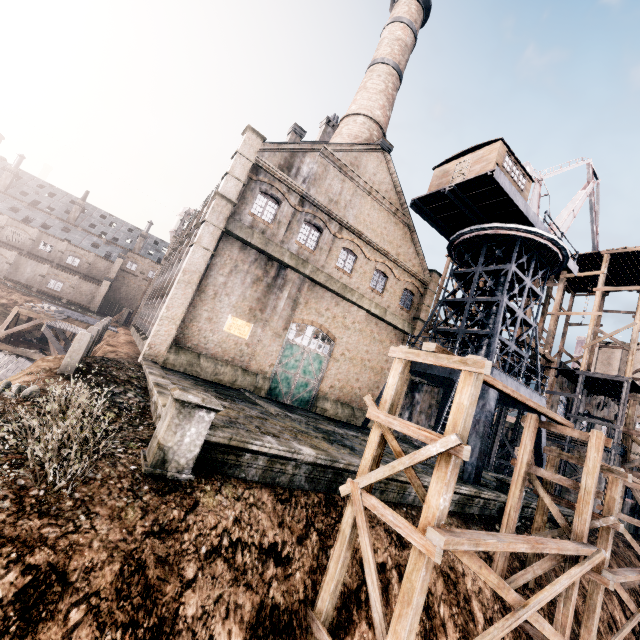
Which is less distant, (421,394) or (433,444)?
(433,444)

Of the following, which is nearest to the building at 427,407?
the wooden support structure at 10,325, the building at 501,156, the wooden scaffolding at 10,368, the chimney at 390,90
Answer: the chimney at 390,90

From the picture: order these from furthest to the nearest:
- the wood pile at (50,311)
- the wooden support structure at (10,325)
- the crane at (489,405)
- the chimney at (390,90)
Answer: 1. the chimney at (390,90)
2. the wood pile at (50,311)
3. the wooden support structure at (10,325)
4. the crane at (489,405)

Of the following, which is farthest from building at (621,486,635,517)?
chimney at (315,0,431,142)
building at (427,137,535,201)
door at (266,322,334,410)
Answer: building at (427,137,535,201)

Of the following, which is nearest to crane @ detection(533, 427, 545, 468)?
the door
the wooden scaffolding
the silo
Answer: the door

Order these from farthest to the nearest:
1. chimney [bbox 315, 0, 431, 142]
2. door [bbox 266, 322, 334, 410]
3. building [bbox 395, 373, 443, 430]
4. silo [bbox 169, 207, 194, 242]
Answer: silo [bbox 169, 207, 194, 242] < building [bbox 395, 373, 443, 430] < chimney [bbox 315, 0, 431, 142] < door [bbox 266, 322, 334, 410]

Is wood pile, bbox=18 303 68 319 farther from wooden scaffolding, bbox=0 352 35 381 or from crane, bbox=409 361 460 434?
crane, bbox=409 361 460 434

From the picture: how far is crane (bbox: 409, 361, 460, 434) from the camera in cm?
1962
